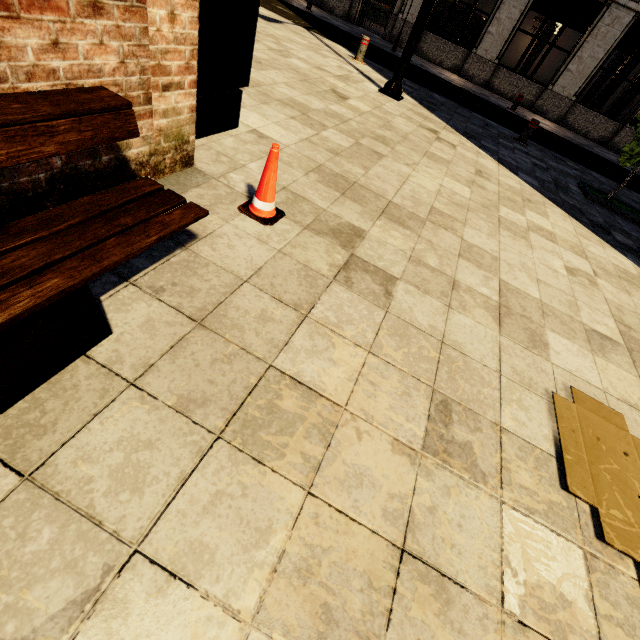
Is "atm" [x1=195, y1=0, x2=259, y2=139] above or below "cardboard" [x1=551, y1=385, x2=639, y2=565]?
above

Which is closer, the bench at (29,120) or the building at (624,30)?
the bench at (29,120)

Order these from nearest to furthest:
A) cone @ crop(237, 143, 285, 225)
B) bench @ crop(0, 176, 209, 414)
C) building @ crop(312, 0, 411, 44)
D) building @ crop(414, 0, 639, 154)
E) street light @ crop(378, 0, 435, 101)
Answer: bench @ crop(0, 176, 209, 414) < cone @ crop(237, 143, 285, 225) < street light @ crop(378, 0, 435, 101) < building @ crop(414, 0, 639, 154) < building @ crop(312, 0, 411, 44)

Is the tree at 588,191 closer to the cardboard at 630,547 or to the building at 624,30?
the cardboard at 630,547

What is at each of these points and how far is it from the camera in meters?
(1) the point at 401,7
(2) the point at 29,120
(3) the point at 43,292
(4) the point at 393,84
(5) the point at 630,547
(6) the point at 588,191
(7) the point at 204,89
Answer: →
(1) building, 15.7
(2) bench, 1.1
(3) bench, 1.1
(4) street light, 6.9
(5) cardboard, 1.5
(6) tree, 6.5
(7) atm, 2.7

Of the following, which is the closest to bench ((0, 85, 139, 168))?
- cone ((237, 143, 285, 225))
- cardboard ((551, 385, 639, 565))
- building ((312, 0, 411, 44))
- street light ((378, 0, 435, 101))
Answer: cone ((237, 143, 285, 225))

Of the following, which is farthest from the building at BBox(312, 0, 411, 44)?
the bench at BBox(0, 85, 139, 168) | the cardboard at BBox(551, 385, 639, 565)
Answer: the bench at BBox(0, 85, 139, 168)

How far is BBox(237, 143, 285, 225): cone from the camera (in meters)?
2.15
